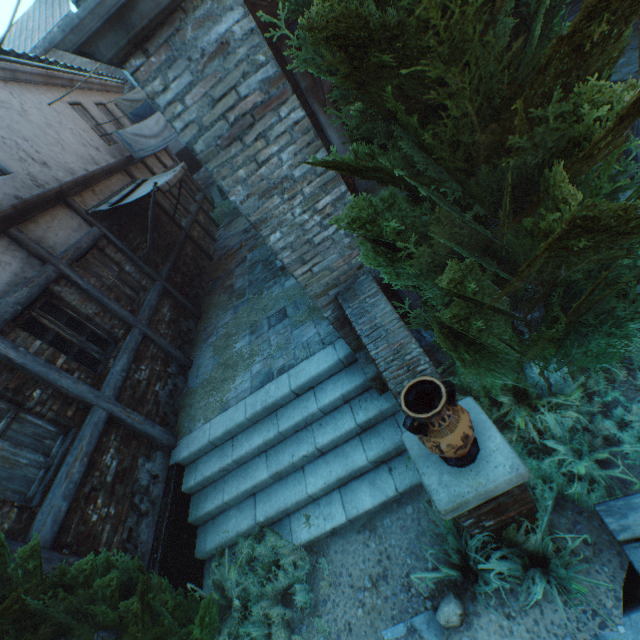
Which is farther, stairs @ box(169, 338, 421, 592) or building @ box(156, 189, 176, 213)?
building @ box(156, 189, 176, 213)

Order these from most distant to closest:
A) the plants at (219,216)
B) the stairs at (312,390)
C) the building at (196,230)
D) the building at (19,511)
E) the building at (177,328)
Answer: the plants at (219,216), the building at (196,230), the building at (177,328), the stairs at (312,390), the building at (19,511)

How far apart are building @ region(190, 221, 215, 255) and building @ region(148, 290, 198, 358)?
4.3 meters

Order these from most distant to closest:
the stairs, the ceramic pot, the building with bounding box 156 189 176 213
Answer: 1. the building with bounding box 156 189 176 213
2. the stairs
3. the ceramic pot

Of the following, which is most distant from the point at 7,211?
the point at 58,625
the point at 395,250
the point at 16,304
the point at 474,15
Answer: the point at 474,15

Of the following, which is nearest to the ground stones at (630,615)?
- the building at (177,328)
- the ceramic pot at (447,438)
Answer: the ceramic pot at (447,438)

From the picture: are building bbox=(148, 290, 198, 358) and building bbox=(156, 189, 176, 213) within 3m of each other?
no

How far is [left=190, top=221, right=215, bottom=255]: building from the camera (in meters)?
12.02
